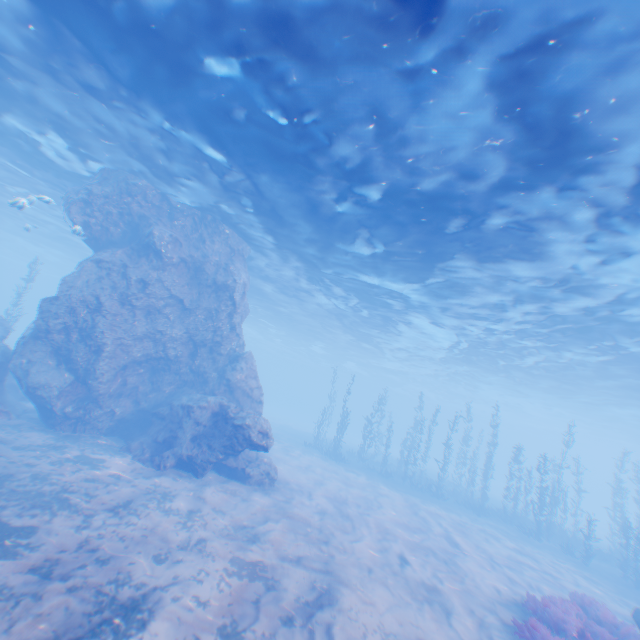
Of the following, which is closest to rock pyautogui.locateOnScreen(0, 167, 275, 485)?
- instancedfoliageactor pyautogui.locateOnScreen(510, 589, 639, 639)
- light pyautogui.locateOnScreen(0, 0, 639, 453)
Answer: light pyautogui.locateOnScreen(0, 0, 639, 453)

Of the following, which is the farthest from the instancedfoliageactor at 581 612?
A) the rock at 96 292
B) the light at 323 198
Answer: the light at 323 198

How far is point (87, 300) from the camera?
14.4m

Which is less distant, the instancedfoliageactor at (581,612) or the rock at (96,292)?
the instancedfoliageactor at (581,612)

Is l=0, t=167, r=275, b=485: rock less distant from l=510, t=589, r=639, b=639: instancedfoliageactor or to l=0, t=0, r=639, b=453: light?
l=0, t=0, r=639, b=453: light
